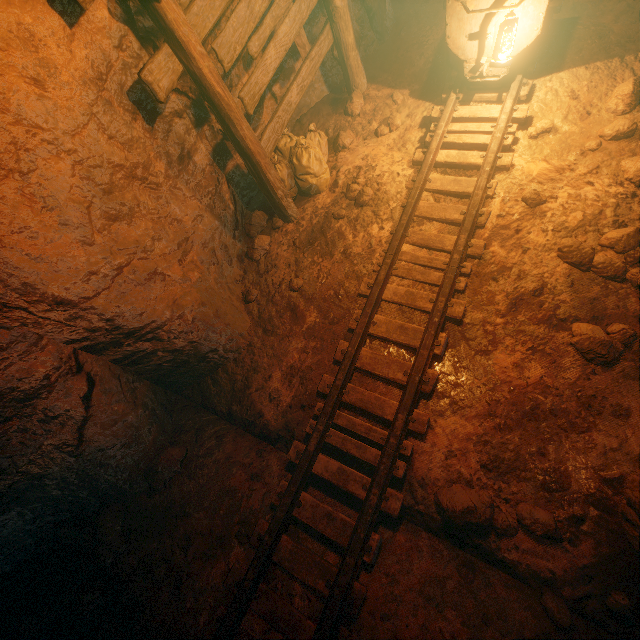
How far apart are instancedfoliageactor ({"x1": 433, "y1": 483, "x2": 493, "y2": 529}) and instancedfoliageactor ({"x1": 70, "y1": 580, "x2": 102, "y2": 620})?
3.0m

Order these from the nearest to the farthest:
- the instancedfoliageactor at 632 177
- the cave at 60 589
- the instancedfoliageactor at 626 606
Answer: the instancedfoliageactor at 626 606
the cave at 60 589
the instancedfoliageactor at 632 177

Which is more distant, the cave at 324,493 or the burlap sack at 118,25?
the cave at 324,493

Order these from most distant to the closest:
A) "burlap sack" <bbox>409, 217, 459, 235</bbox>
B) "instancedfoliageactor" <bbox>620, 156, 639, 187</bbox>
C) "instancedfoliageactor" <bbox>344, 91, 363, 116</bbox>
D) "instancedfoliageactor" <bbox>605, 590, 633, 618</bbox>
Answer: "instancedfoliageactor" <bbox>344, 91, 363, 116</bbox>
"burlap sack" <bbox>409, 217, 459, 235</bbox>
"instancedfoliageactor" <bbox>620, 156, 639, 187</bbox>
"instancedfoliageactor" <bbox>605, 590, 633, 618</bbox>

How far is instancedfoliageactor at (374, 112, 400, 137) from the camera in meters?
4.7 m

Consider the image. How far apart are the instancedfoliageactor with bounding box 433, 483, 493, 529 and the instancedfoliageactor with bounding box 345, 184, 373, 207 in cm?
339

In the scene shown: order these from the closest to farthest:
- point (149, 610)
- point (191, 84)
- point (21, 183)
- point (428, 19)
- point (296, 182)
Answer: point (21, 183) < point (149, 610) < point (191, 84) < point (296, 182) < point (428, 19)

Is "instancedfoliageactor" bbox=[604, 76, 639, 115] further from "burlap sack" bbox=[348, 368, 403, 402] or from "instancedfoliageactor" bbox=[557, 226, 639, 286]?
"instancedfoliageactor" bbox=[557, 226, 639, 286]
